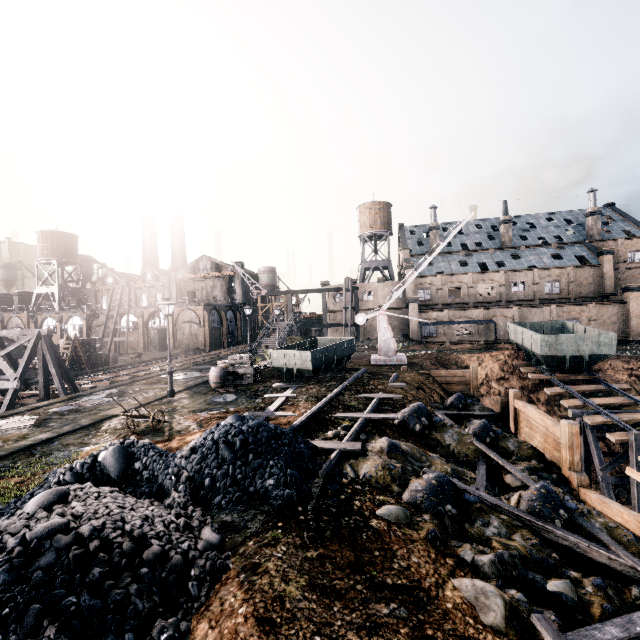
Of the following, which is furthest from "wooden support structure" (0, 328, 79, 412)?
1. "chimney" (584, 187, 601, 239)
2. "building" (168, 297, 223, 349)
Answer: "chimney" (584, 187, 601, 239)

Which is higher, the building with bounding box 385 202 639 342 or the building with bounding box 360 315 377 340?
the building with bounding box 385 202 639 342

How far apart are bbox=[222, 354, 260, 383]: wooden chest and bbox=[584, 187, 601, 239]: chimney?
56.1m

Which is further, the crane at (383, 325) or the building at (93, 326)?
the building at (93, 326)

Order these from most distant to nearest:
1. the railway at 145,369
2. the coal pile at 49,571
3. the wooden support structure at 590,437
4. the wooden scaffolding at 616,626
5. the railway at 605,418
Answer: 1. the railway at 145,369
2. the railway at 605,418
3. the wooden support structure at 590,437
4. the wooden scaffolding at 616,626
5. the coal pile at 49,571

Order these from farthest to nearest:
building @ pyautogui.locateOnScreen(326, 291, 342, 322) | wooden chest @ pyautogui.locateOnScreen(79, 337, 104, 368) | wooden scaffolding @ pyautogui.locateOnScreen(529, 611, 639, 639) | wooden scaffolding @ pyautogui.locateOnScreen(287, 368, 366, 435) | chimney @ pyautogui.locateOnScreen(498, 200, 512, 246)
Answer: building @ pyautogui.locateOnScreen(326, 291, 342, 322)
chimney @ pyautogui.locateOnScreen(498, 200, 512, 246)
wooden chest @ pyautogui.locateOnScreen(79, 337, 104, 368)
wooden scaffolding @ pyautogui.locateOnScreen(287, 368, 366, 435)
wooden scaffolding @ pyautogui.locateOnScreen(529, 611, 639, 639)

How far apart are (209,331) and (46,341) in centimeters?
3299cm

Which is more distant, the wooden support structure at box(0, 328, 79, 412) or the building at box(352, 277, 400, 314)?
the building at box(352, 277, 400, 314)
